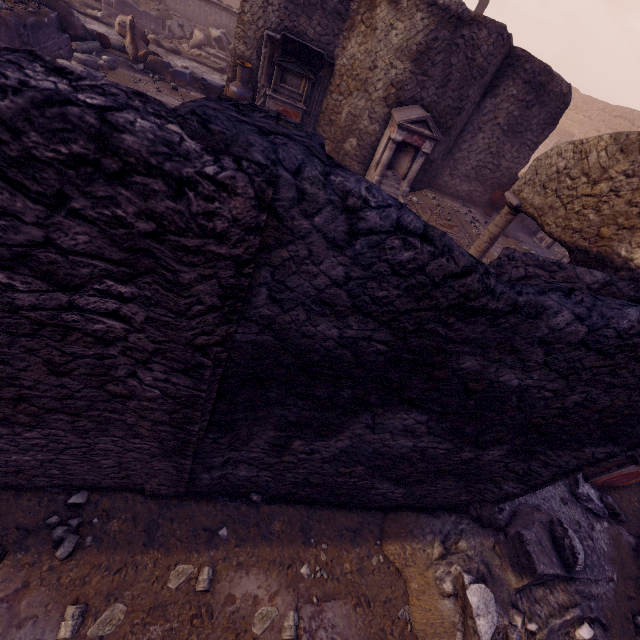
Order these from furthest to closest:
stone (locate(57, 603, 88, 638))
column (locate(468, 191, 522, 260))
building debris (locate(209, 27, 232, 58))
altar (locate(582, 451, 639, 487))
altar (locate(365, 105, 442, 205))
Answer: building debris (locate(209, 27, 232, 58)) → altar (locate(365, 105, 442, 205)) → column (locate(468, 191, 522, 260)) → altar (locate(582, 451, 639, 487)) → stone (locate(57, 603, 88, 638))

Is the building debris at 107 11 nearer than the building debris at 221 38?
Yes

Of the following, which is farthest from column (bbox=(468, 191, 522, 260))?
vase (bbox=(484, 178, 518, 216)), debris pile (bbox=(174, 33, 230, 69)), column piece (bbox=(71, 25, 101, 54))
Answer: debris pile (bbox=(174, 33, 230, 69))

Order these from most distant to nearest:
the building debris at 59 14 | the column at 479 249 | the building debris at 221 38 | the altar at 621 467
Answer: the building debris at 221 38
the building debris at 59 14
the column at 479 249
the altar at 621 467

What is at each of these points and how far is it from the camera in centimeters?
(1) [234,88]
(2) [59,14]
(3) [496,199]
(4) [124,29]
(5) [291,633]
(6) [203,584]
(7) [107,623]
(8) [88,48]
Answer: (1) vase, 845cm
(2) building debris, 800cm
(3) vase, 1078cm
(4) sculpture, 923cm
(5) stone, 231cm
(6) stone, 233cm
(7) stone, 207cm
(8) column piece, 835cm

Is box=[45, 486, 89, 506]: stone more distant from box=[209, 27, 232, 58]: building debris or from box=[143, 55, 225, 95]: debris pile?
box=[209, 27, 232, 58]: building debris

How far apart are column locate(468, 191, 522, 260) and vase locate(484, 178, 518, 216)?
6.84m

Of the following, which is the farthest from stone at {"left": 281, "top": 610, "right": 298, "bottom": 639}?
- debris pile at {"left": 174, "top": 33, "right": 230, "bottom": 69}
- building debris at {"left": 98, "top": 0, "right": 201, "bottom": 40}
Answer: building debris at {"left": 98, "top": 0, "right": 201, "bottom": 40}
